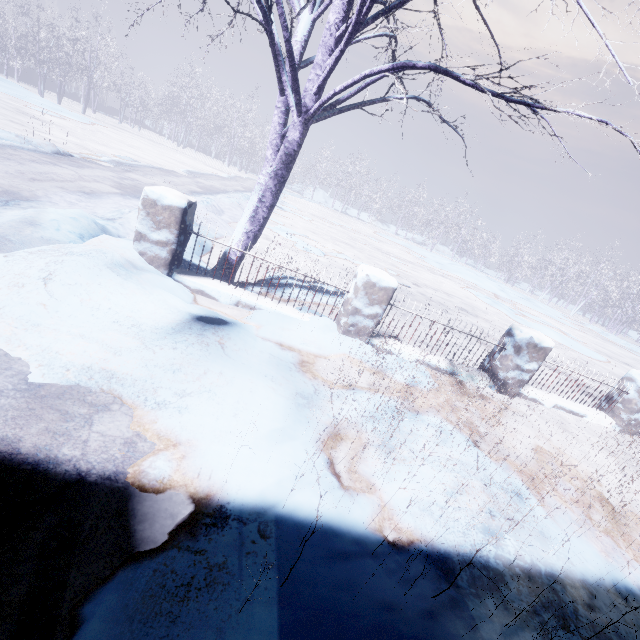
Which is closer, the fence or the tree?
the tree

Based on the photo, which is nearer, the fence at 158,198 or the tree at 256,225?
the tree at 256,225

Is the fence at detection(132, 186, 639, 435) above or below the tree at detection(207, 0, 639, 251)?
below

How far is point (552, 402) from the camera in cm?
473

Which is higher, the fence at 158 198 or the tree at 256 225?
the tree at 256 225
